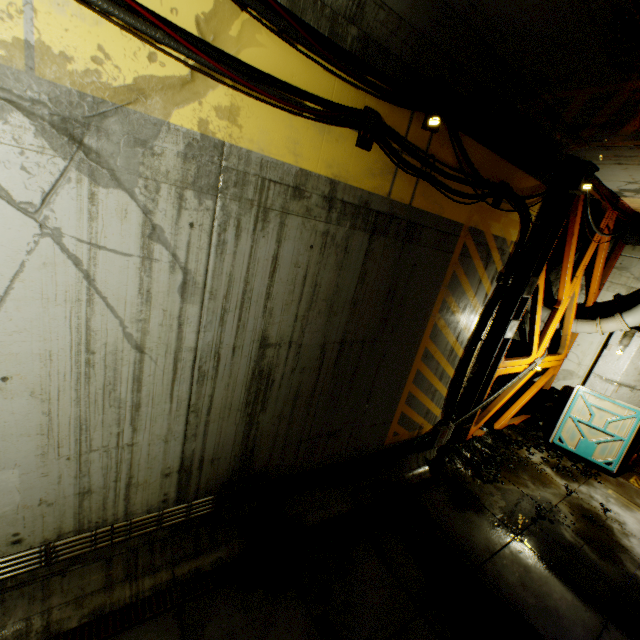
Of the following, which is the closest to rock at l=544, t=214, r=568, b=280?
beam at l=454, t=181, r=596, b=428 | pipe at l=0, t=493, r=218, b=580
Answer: beam at l=454, t=181, r=596, b=428

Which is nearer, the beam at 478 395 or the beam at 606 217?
the beam at 478 395

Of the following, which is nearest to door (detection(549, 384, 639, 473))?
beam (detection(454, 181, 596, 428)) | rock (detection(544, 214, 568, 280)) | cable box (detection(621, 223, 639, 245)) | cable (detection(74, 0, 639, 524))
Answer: rock (detection(544, 214, 568, 280))

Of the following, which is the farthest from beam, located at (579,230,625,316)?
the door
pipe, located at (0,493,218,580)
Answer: pipe, located at (0,493,218,580)

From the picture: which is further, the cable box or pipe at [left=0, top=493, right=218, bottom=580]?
the cable box

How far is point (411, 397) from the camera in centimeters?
636cm

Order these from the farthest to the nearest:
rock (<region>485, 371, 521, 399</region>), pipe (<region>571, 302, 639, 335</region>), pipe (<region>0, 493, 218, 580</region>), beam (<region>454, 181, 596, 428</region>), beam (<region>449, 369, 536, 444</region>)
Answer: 1. rock (<region>485, 371, 521, 399</region>)
2. pipe (<region>571, 302, 639, 335</region>)
3. beam (<region>449, 369, 536, 444</region>)
4. beam (<region>454, 181, 596, 428</region>)
5. pipe (<region>0, 493, 218, 580</region>)

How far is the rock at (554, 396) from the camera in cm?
765
